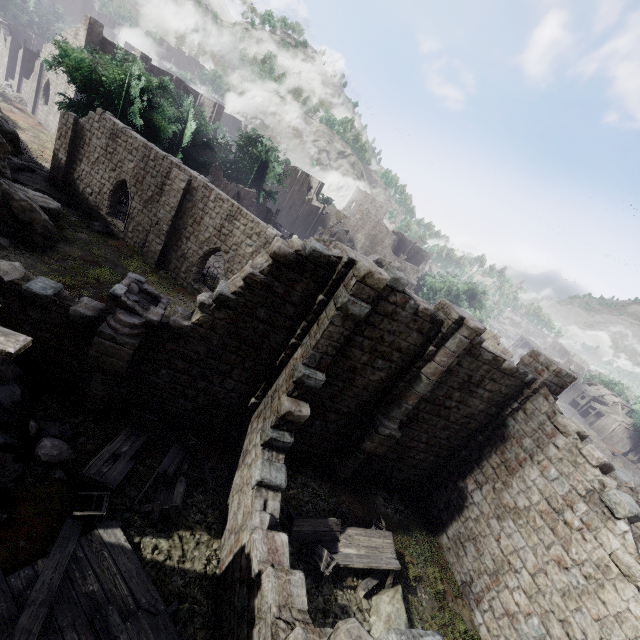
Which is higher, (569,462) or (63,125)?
(569,462)

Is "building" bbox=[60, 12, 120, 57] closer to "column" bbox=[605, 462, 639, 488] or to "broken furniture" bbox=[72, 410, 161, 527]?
"column" bbox=[605, 462, 639, 488]

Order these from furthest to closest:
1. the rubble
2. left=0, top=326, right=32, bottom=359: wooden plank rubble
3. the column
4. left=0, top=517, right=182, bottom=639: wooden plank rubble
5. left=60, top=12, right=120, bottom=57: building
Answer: left=60, top=12, right=120, bottom=57: building
the column
the rubble
left=0, top=517, right=182, bottom=639: wooden plank rubble
left=0, top=326, right=32, bottom=359: wooden plank rubble

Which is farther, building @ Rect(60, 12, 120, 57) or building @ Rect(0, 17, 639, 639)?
building @ Rect(60, 12, 120, 57)

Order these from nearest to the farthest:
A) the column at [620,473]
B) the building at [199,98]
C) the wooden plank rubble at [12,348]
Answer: the wooden plank rubble at [12,348], the column at [620,473], the building at [199,98]

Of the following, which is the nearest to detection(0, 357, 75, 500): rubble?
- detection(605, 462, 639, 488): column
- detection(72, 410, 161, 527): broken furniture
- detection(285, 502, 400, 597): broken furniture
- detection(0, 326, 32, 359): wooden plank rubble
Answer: detection(72, 410, 161, 527): broken furniture

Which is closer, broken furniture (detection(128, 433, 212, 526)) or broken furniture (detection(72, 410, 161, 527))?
broken furniture (detection(72, 410, 161, 527))

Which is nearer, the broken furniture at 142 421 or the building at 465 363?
the broken furniture at 142 421
